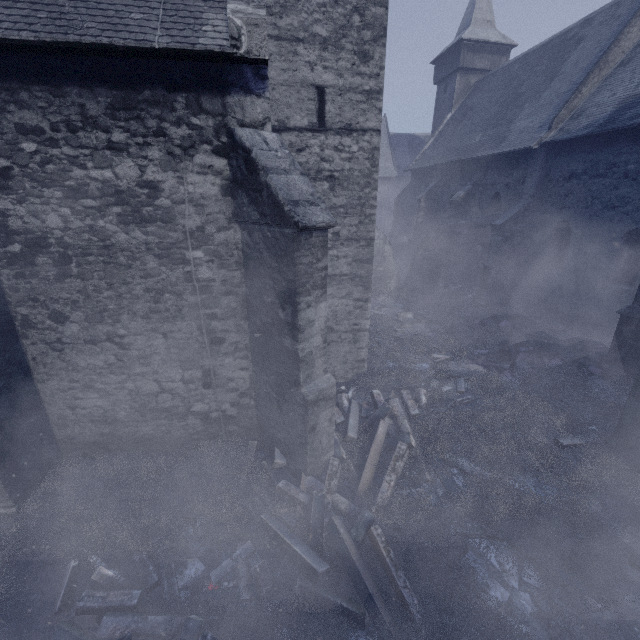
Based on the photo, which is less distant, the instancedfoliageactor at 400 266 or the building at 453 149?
the building at 453 149

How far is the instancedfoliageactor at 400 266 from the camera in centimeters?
2016cm

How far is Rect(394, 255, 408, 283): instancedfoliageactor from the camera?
20.2m

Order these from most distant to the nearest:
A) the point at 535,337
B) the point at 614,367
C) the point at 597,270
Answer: the point at 597,270 < the point at 535,337 < the point at 614,367

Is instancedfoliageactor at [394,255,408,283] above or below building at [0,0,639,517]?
below

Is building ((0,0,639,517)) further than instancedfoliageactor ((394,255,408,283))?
No

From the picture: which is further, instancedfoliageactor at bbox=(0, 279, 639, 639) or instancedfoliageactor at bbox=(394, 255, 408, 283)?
instancedfoliageactor at bbox=(394, 255, 408, 283)
